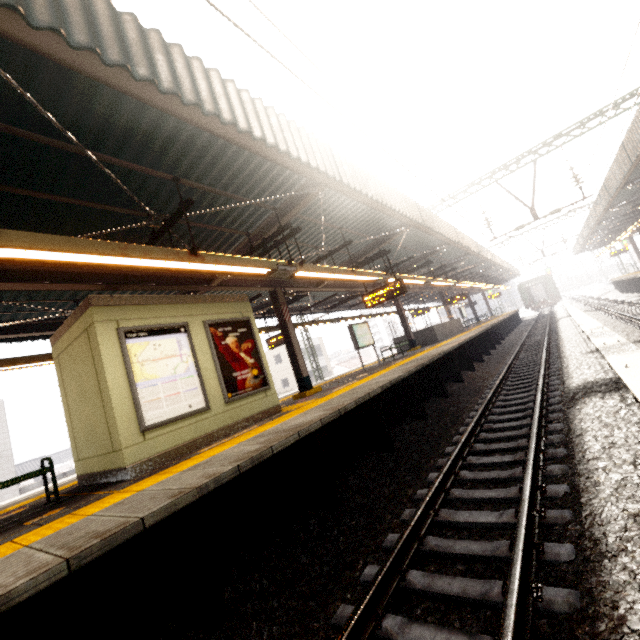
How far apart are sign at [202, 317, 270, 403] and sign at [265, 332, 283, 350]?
5.6m

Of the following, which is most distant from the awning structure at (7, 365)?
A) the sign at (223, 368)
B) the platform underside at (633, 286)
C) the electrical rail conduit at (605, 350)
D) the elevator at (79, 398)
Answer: the platform underside at (633, 286)

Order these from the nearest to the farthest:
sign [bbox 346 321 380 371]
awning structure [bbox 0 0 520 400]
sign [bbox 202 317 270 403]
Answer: awning structure [bbox 0 0 520 400], sign [bbox 202 317 270 403], sign [bbox 346 321 380 371]

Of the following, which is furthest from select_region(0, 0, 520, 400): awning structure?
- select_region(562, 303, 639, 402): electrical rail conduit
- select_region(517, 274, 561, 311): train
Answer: select_region(562, 303, 639, 402): electrical rail conduit

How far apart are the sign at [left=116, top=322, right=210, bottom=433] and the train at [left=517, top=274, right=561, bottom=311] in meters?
47.5 m

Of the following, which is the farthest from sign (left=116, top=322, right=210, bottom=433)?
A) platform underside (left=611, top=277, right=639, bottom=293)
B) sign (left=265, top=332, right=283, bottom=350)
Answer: platform underside (left=611, top=277, right=639, bottom=293)

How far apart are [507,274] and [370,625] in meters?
43.9 m

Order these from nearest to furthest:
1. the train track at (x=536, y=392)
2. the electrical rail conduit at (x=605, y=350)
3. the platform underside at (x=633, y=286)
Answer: the train track at (x=536, y=392), the electrical rail conduit at (x=605, y=350), the platform underside at (x=633, y=286)
